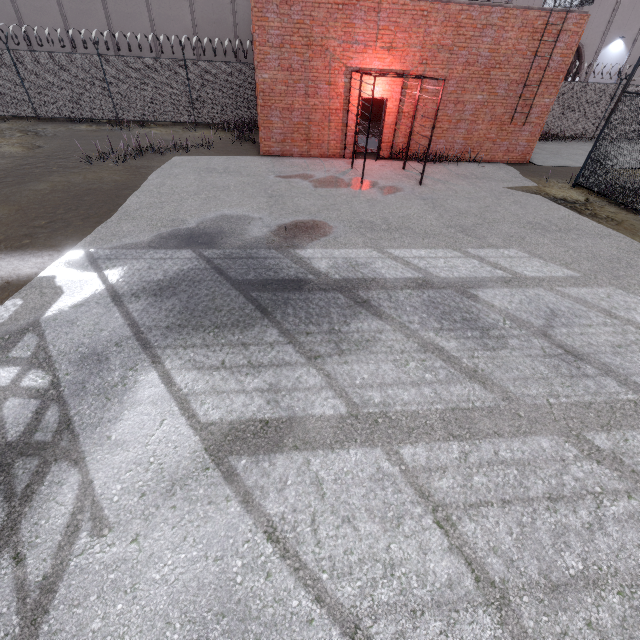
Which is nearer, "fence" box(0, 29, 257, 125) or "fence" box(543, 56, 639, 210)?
"fence" box(543, 56, 639, 210)

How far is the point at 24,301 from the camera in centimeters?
516cm

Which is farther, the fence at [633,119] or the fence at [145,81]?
the fence at [145,81]
